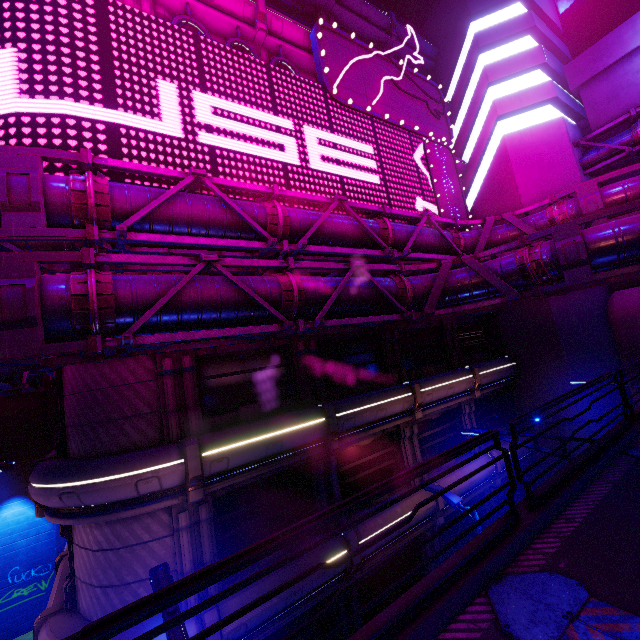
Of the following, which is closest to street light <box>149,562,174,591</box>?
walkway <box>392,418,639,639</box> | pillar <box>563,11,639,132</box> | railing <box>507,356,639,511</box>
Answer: walkway <box>392,418,639,639</box>

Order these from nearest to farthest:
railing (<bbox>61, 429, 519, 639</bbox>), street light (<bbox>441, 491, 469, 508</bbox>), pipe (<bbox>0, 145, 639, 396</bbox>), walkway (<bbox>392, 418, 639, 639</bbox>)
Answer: railing (<bbox>61, 429, 519, 639</bbox>)
walkway (<bbox>392, 418, 639, 639</bbox>)
pipe (<bbox>0, 145, 639, 396</bbox>)
street light (<bbox>441, 491, 469, 508</bbox>)

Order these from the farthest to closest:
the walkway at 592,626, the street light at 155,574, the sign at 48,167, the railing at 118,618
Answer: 1. the sign at 48,167
2. the street light at 155,574
3. the walkway at 592,626
4. the railing at 118,618

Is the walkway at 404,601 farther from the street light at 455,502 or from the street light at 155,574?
the street light at 455,502

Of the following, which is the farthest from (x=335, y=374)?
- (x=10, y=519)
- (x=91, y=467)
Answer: (x=10, y=519)

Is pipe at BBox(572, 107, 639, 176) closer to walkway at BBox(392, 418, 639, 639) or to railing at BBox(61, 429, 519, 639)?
walkway at BBox(392, 418, 639, 639)

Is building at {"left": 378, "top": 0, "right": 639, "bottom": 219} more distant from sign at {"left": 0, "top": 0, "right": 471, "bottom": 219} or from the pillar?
sign at {"left": 0, "top": 0, "right": 471, "bottom": 219}
